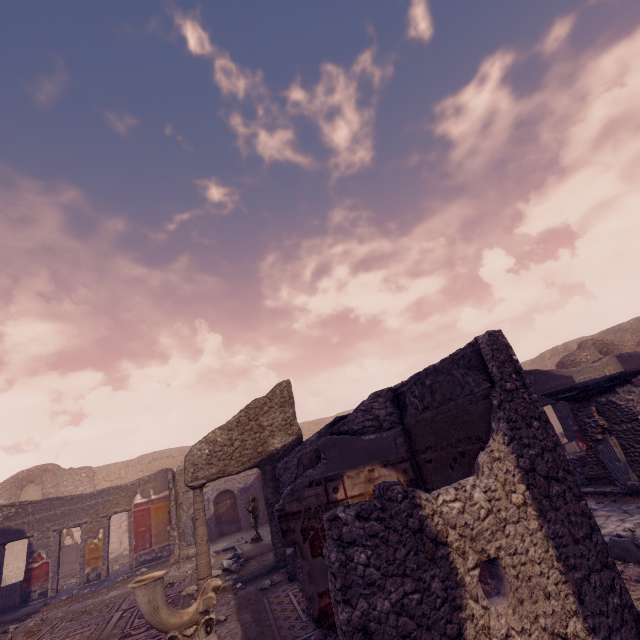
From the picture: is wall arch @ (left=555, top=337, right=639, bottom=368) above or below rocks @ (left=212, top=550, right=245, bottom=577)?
above

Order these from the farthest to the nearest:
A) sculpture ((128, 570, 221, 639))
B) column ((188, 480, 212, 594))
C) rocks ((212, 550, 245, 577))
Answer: rocks ((212, 550, 245, 577)) → column ((188, 480, 212, 594)) → sculpture ((128, 570, 221, 639))

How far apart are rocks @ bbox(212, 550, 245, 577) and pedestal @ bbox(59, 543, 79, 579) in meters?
10.4

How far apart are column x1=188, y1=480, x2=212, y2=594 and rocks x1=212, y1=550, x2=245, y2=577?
0.98m

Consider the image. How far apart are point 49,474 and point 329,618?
25.66m

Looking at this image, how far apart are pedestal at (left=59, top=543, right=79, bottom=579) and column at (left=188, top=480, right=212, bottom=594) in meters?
11.7

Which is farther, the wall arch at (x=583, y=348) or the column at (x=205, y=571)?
the wall arch at (x=583, y=348)

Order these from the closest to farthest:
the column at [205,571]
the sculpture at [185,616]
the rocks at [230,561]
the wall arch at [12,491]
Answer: the sculpture at [185,616], the column at [205,571], the rocks at [230,561], the wall arch at [12,491]
